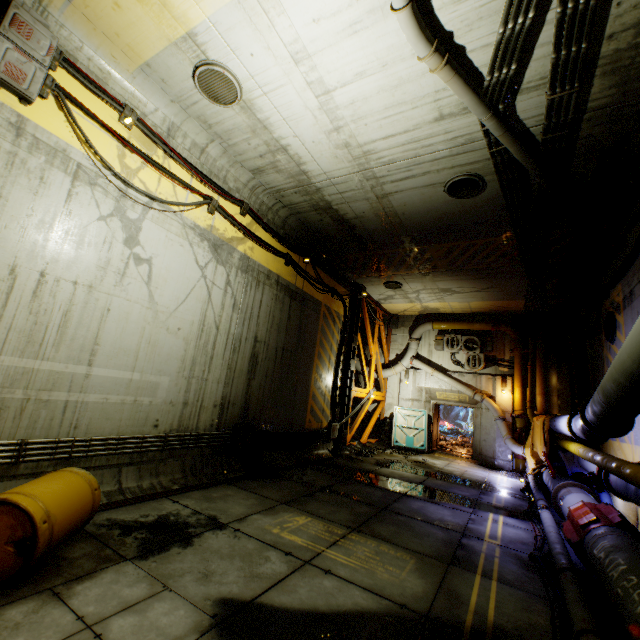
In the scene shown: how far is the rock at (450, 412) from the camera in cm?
1802

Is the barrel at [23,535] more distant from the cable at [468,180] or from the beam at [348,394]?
the beam at [348,394]

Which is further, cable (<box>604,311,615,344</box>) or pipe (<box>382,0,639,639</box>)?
cable (<box>604,311,615,344</box>)

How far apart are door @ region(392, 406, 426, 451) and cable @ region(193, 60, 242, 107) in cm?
1448

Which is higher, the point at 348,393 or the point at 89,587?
the point at 348,393

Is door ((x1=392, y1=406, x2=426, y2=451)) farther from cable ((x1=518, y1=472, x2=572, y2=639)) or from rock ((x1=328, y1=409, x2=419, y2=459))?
cable ((x1=518, y1=472, x2=572, y2=639))

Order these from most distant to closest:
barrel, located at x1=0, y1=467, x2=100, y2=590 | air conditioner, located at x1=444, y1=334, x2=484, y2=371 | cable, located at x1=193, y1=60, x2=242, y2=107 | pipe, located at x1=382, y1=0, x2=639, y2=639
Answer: air conditioner, located at x1=444, y1=334, x2=484, y2=371 < cable, located at x1=193, y1=60, x2=242, y2=107 < pipe, located at x1=382, y1=0, x2=639, y2=639 < barrel, located at x1=0, y1=467, x2=100, y2=590

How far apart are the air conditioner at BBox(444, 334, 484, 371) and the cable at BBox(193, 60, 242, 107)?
13.99m
